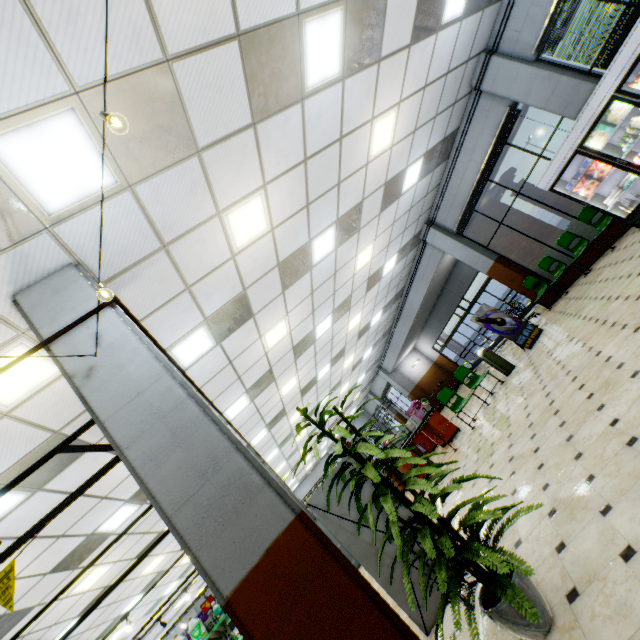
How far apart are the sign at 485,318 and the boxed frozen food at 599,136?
4.3m

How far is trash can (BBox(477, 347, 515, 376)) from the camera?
8.8 meters

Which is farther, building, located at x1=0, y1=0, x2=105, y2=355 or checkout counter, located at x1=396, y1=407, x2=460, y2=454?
checkout counter, located at x1=396, y1=407, x2=460, y2=454

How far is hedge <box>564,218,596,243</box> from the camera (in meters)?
8.70

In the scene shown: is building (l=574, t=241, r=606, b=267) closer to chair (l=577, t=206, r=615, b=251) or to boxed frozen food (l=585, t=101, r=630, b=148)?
chair (l=577, t=206, r=615, b=251)

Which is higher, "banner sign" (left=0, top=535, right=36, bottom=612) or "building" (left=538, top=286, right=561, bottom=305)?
"banner sign" (left=0, top=535, right=36, bottom=612)

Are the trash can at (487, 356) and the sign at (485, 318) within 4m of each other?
yes

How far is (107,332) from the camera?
3.0m
